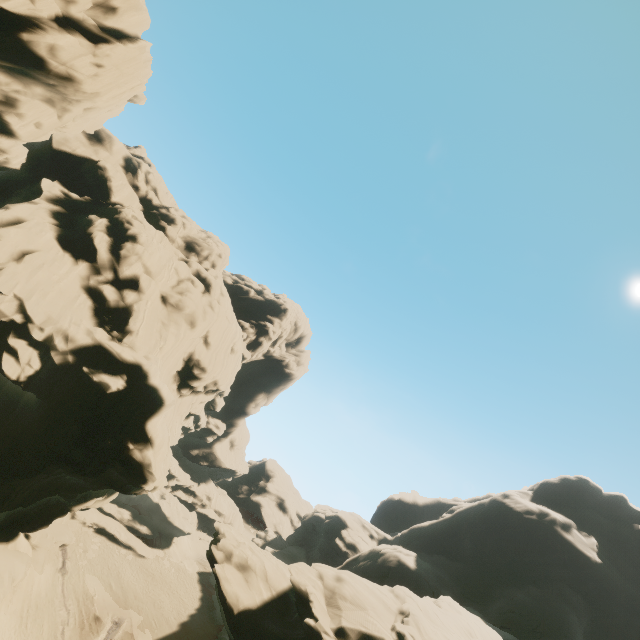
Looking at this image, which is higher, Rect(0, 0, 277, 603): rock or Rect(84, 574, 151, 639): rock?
Rect(0, 0, 277, 603): rock

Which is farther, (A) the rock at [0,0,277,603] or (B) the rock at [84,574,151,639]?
(B) the rock at [84,574,151,639]

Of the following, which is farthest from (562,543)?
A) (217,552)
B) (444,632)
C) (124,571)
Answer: (124,571)

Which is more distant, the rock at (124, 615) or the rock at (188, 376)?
the rock at (124, 615)
